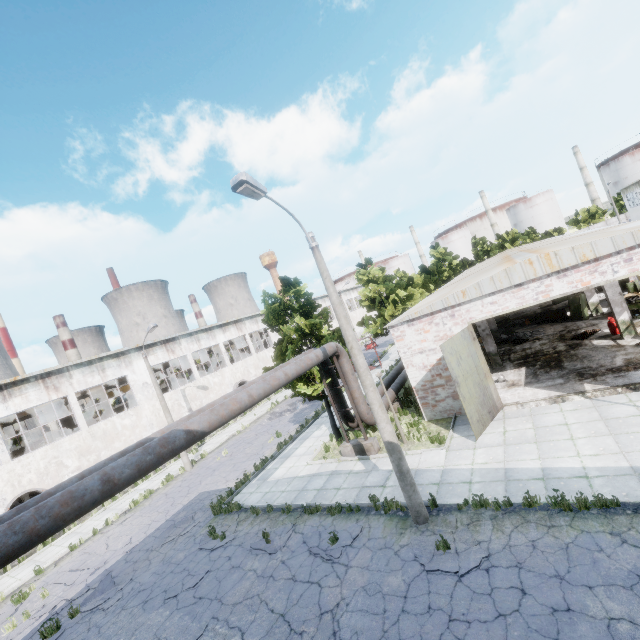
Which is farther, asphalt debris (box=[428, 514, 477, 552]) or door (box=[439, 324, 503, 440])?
door (box=[439, 324, 503, 440])

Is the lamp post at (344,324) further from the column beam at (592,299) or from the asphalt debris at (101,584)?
the column beam at (592,299)

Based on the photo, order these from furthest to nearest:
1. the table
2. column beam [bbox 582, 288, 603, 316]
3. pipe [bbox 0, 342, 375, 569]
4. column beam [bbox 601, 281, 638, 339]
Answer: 1. the table
2. column beam [bbox 582, 288, 603, 316]
3. column beam [bbox 601, 281, 638, 339]
4. pipe [bbox 0, 342, 375, 569]

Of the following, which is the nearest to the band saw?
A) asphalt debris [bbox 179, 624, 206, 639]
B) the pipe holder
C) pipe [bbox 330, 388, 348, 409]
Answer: pipe [bbox 330, 388, 348, 409]

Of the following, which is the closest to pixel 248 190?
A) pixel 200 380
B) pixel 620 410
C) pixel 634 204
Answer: pixel 620 410

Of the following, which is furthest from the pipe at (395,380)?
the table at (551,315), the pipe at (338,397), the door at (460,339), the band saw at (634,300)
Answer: the band saw at (634,300)

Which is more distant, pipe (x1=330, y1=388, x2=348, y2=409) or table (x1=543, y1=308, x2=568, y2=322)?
table (x1=543, y1=308, x2=568, y2=322)

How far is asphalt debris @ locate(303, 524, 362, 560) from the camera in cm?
938
